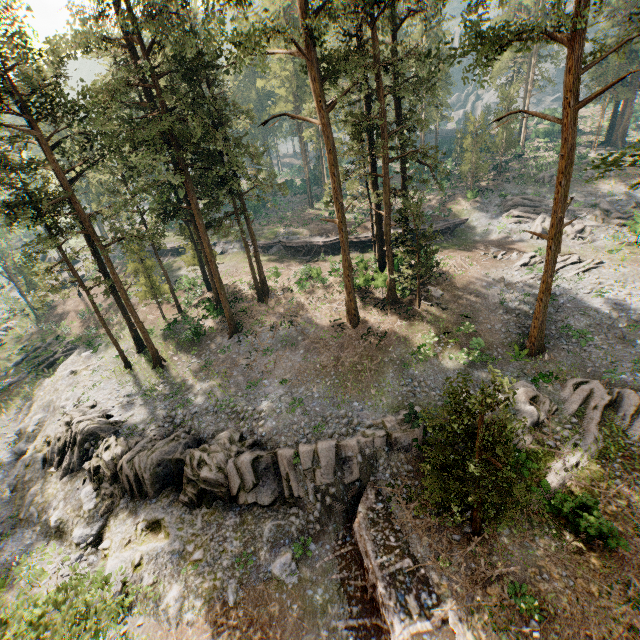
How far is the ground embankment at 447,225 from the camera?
39.5 meters

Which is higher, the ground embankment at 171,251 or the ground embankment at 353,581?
the ground embankment at 171,251

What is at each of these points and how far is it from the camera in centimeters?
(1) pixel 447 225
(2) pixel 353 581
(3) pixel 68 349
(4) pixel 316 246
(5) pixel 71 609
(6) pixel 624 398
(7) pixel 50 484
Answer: (1) ground embankment, 4000cm
(2) ground embankment, 1605cm
(3) foliage, 3662cm
(4) ground embankment, 4088cm
(5) foliage, 666cm
(6) foliage, 1878cm
(7) rock, 2239cm

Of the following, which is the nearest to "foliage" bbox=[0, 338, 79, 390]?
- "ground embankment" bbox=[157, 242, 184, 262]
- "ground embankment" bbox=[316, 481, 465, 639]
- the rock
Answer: "ground embankment" bbox=[316, 481, 465, 639]

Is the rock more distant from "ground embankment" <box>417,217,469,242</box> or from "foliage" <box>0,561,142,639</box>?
"ground embankment" <box>417,217,469,242</box>

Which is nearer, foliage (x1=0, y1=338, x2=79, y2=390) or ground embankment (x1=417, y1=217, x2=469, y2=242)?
foliage (x1=0, y1=338, x2=79, y2=390)

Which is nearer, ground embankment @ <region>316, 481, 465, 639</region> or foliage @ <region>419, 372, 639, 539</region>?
foliage @ <region>419, 372, 639, 539</region>
